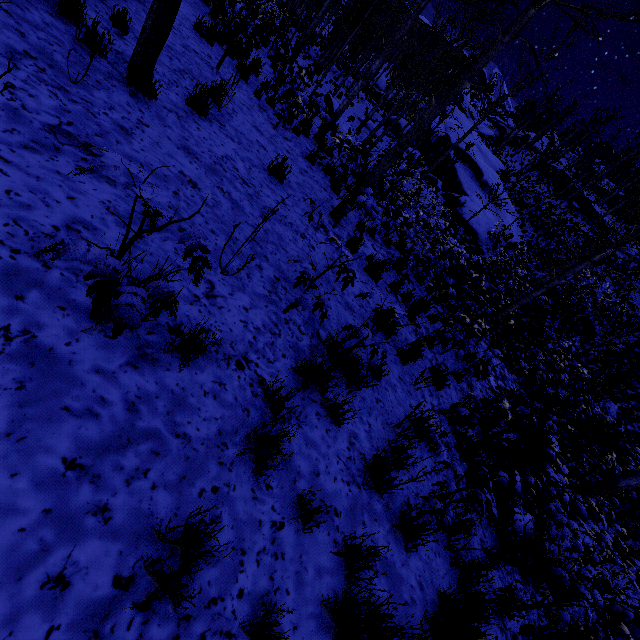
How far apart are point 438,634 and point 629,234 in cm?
1226

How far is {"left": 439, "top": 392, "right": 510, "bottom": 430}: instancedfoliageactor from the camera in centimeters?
476cm

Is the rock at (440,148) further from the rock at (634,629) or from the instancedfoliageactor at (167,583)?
the rock at (634,629)

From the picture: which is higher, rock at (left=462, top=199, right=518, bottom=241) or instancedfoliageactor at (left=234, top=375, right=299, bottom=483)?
rock at (left=462, top=199, right=518, bottom=241)

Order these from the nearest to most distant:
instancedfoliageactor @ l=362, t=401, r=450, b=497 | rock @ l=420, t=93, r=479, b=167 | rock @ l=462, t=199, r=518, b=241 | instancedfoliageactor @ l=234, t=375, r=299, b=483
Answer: instancedfoliageactor @ l=234, t=375, r=299, b=483 → instancedfoliageactor @ l=362, t=401, r=450, b=497 → rock @ l=462, t=199, r=518, b=241 → rock @ l=420, t=93, r=479, b=167

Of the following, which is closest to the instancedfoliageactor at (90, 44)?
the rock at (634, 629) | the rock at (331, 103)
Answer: the rock at (331, 103)

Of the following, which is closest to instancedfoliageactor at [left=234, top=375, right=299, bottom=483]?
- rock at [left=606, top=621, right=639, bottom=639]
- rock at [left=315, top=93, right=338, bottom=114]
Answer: rock at [left=315, top=93, right=338, bottom=114]

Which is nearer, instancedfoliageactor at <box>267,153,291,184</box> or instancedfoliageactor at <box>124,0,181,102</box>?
instancedfoliageactor at <box>124,0,181,102</box>
